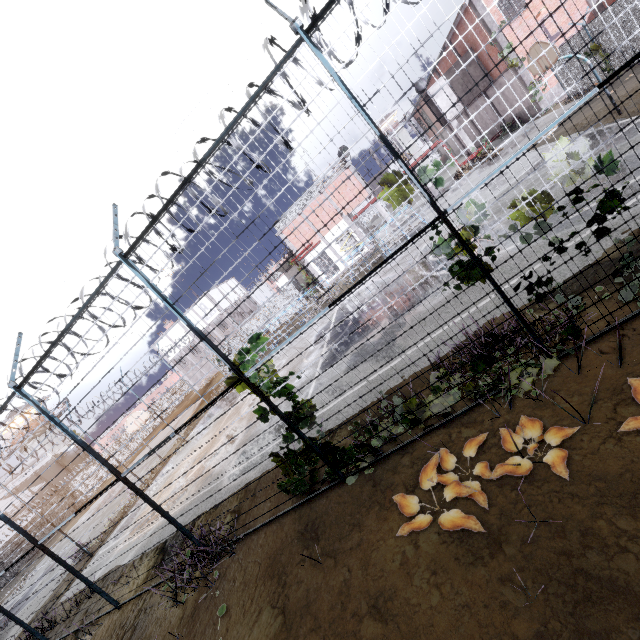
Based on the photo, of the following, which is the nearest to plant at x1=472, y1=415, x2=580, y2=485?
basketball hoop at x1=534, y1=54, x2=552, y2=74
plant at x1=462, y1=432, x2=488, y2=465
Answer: plant at x1=462, y1=432, x2=488, y2=465

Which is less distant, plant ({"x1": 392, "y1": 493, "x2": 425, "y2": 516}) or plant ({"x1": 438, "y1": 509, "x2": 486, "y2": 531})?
plant ({"x1": 438, "y1": 509, "x2": 486, "y2": 531})

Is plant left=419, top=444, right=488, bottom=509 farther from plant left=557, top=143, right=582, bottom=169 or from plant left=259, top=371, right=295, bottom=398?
plant left=557, top=143, right=582, bottom=169

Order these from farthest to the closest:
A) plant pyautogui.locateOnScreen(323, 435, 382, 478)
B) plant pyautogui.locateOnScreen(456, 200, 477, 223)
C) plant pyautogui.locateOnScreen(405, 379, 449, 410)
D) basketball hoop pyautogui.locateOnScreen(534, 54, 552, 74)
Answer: basketball hoop pyautogui.locateOnScreen(534, 54, 552, 74) → plant pyautogui.locateOnScreen(323, 435, 382, 478) → plant pyautogui.locateOnScreen(405, 379, 449, 410) → plant pyautogui.locateOnScreen(456, 200, 477, 223)

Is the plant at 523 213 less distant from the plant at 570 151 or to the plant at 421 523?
the plant at 570 151

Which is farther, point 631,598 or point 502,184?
point 502,184

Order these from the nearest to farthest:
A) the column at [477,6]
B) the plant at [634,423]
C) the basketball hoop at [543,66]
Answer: the plant at [634,423], the basketball hoop at [543,66], the column at [477,6]

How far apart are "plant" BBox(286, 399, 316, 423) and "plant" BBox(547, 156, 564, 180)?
4.4m
